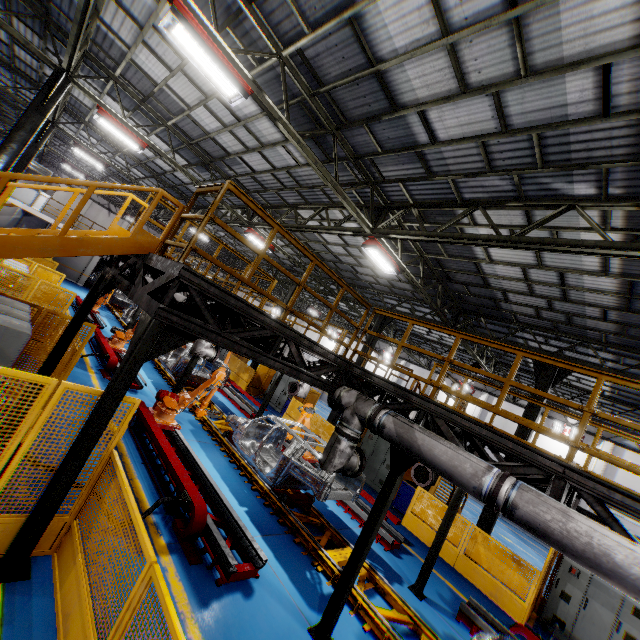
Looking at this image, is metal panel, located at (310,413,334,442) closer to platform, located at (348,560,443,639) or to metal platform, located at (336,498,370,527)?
metal platform, located at (336,498,370,527)

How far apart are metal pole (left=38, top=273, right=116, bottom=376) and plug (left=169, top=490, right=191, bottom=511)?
3.58m

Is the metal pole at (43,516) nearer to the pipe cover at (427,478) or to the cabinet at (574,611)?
the pipe cover at (427,478)

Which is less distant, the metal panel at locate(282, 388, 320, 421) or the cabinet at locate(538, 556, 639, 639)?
the cabinet at locate(538, 556, 639, 639)

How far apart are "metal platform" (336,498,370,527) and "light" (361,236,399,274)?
7.45m

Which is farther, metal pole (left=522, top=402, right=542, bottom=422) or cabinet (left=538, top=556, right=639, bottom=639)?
metal pole (left=522, top=402, right=542, bottom=422)

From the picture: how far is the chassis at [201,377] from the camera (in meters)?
13.22

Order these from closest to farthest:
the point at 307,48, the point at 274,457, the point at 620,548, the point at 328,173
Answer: the point at 620,548 < the point at 307,48 < the point at 328,173 < the point at 274,457
